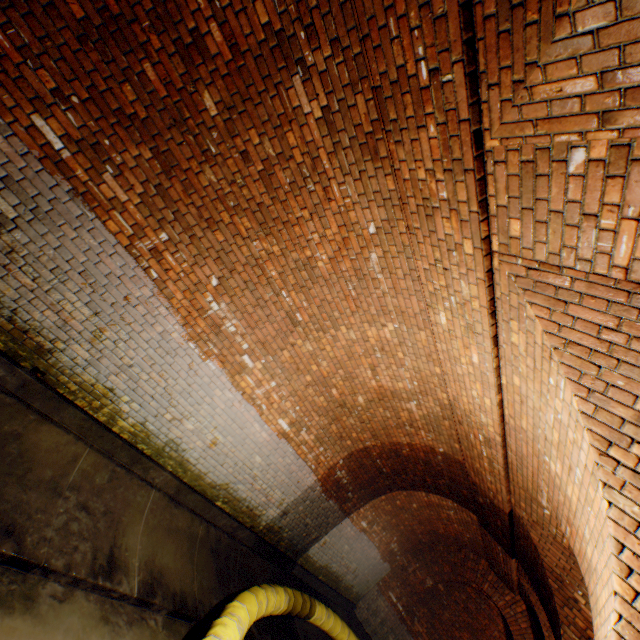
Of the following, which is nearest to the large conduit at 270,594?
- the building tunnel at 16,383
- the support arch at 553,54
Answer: the building tunnel at 16,383

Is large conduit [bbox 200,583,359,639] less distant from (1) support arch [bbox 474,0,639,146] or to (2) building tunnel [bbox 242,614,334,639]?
(2) building tunnel [bbox 242,614,334,639]

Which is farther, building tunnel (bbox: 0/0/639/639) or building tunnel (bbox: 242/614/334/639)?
building tunnel (bbox: 242/614/334/639)

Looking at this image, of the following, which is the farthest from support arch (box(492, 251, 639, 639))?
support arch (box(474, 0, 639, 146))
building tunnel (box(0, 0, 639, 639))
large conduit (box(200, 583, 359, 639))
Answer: large conduit (box(200, 583, 359, 639))

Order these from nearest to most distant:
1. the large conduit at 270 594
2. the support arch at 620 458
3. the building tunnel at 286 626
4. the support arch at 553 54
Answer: the support arch at 553 54 < the support arch at 620 458 < the large conduit at 270 594 < the building tunnel at 286 626

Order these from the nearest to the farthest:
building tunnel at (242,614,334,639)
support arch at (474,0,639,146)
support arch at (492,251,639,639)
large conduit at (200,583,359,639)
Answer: support arch at (474,0,639,146) → support arch at (492,251,639,639) → large conduit at (200,583,359,639) → building tunnel at (242,614,334,639)

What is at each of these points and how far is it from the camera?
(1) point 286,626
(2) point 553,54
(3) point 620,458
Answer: (1) building tunnel, 6.5m
(2) support arch, 1.5m
(3) support arch, 2.1m
